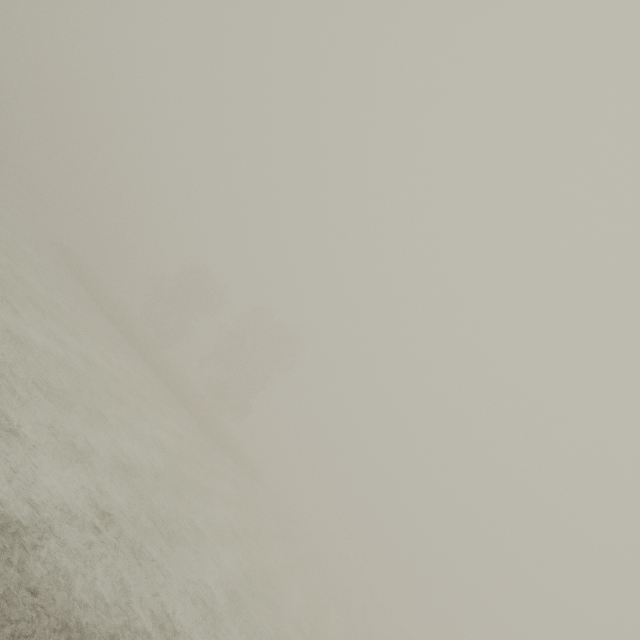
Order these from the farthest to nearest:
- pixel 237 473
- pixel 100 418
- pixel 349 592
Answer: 1. pixel 349 592
2. pixel 237 473
3. pixel 100 418
